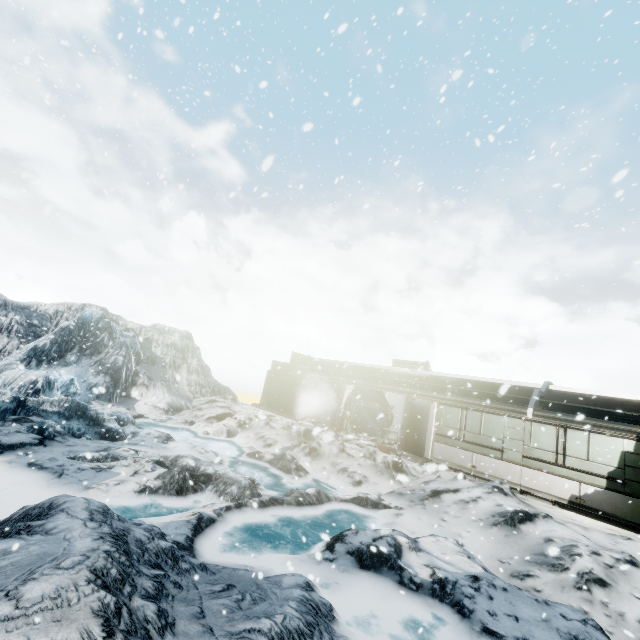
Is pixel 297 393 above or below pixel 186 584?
above
